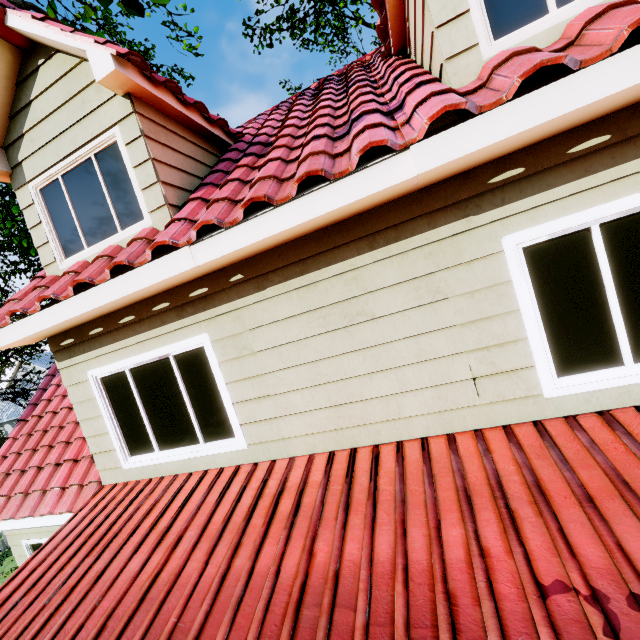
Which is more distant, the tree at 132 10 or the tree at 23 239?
the tree at 23 239

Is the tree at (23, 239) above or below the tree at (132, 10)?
above

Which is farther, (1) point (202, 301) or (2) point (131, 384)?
(2) point (131, 384)

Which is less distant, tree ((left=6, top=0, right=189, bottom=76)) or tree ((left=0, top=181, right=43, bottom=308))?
tree ((left=6, top=0, right=189, bottom=76))

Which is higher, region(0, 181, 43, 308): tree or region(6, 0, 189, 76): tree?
region(0, 181, 43, 308): tree
